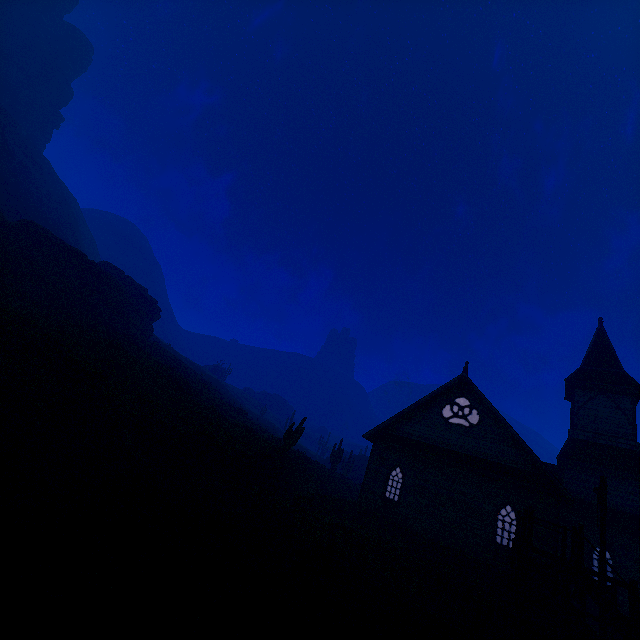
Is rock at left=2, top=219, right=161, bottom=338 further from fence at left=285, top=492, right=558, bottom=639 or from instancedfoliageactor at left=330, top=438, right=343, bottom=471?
fence at left=285, top=492, right=558, bottom=639

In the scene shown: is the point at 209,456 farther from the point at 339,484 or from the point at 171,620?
the point at 339,484

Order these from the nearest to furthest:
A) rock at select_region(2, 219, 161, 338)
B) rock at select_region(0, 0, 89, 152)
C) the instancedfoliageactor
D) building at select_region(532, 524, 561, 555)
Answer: building at select_region(532, 524, 561, 555) < rock at select_region(2, 219, 161, 338) < the instancedfoliageactor < rock at select_region(0, 0, 89, 152)

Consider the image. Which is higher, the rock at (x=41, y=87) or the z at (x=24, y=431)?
the rock at (x=41, y=87)

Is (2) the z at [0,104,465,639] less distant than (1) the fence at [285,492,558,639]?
Yes

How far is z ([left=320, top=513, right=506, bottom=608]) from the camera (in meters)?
12.45

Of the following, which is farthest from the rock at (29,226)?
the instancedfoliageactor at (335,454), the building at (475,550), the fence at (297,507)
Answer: the building at (475,550)

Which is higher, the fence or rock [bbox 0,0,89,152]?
rock [bbox 0,0,89,152]
